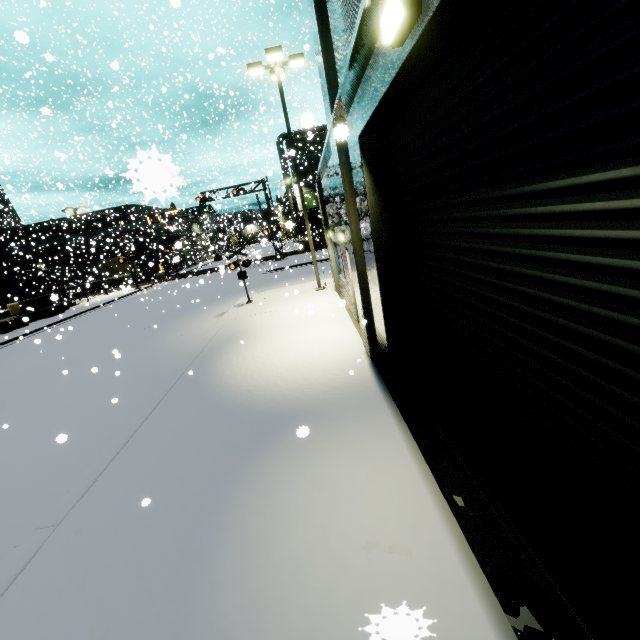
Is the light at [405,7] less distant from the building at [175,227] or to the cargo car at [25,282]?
the building at [175,227]

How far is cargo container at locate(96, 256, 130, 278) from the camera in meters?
43.2 m

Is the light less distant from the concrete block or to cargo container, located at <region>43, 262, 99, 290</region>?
the concrete block

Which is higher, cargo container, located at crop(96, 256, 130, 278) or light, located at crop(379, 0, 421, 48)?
light, located at crop(379, 0, 421, 48)

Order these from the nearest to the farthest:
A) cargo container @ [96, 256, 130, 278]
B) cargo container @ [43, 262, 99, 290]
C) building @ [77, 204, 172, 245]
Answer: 1. cargo container @ [43, 262, 99, 290]
2. building @ [77, 204, 172, 245]
3. cargo container @ [96, 256, 130, 278]

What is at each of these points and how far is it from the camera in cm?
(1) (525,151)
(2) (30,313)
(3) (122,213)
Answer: (1) roll-up door, 202
(2) concrete block, 2655
(3) building, 4612

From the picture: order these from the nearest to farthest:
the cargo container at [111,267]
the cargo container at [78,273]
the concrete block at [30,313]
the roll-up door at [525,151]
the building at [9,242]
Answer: the roll-up door at [525,151]
the concrete block at [30,313]
the building at [9,242]
the cargo container at [78,273]
the cargo container at [111,267]
